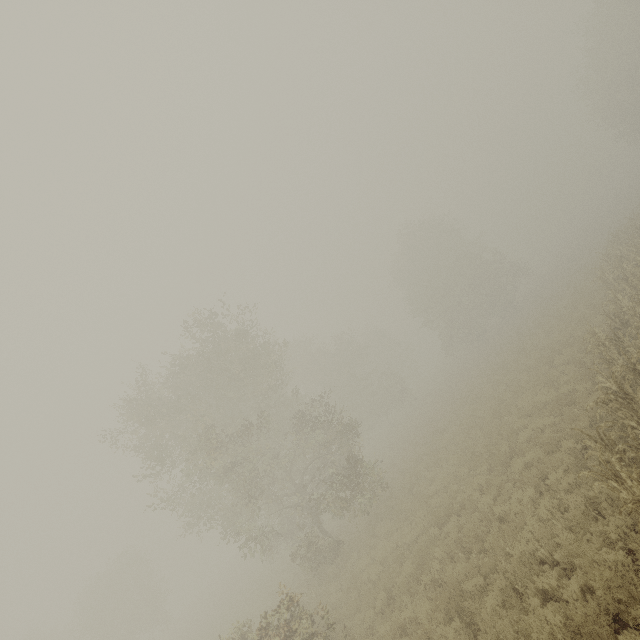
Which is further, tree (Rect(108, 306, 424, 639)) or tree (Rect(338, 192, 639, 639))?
tree (Rect(108, 306, 424, 639))

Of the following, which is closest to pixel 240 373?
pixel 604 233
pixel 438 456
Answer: pixel 438 456

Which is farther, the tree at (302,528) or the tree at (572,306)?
the tree at (302,528)
